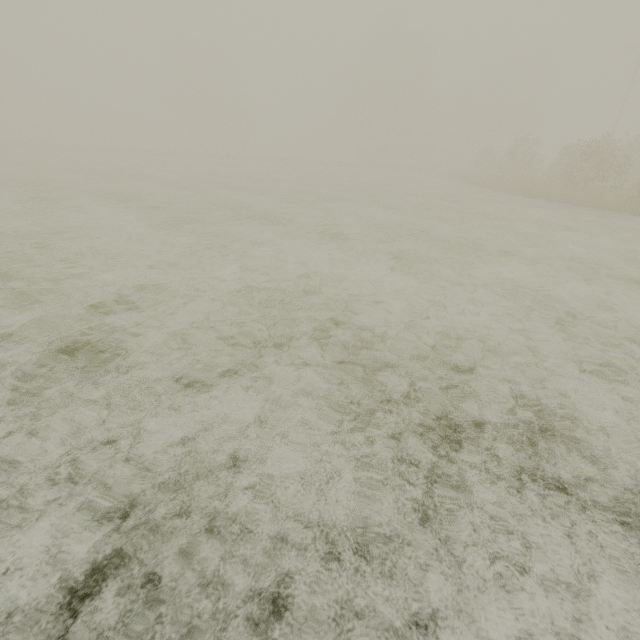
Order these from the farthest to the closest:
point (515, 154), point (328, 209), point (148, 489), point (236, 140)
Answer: point (236, 140)
point (515, 154)
point (328, 209)
point (148, 489)
